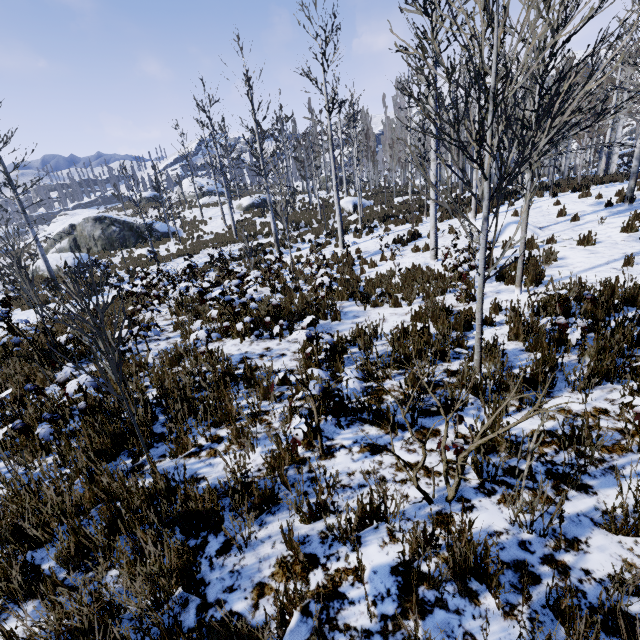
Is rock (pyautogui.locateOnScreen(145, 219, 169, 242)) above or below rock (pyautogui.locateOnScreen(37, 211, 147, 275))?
above

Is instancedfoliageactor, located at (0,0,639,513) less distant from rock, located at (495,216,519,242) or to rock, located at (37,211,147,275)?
rock, located at (495,216,519,242)

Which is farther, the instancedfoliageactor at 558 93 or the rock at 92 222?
the rock at 92 222

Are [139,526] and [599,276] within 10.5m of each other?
yes

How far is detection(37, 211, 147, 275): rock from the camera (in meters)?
21.75

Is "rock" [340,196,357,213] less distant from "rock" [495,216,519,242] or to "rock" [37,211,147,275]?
"rock" [37,211,147,275]
